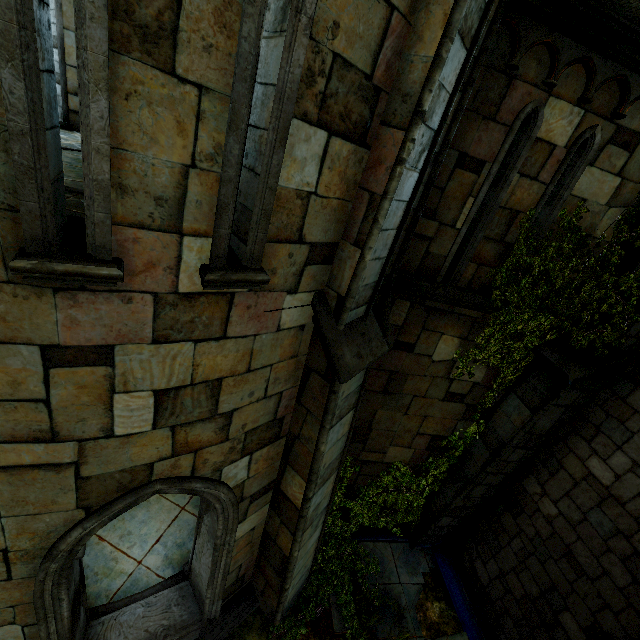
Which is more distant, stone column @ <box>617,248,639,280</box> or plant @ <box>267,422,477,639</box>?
plant @ <box>267,422,477,639</box>

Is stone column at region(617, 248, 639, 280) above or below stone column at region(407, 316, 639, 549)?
above

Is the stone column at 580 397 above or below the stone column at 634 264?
below

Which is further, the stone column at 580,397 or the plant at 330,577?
the plant at 330,577

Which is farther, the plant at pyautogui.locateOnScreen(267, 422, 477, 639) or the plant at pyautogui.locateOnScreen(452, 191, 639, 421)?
the plant at pyautogui.locateOnScreen(267, 422, 477, 639)

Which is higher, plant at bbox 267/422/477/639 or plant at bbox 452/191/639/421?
plant at bbox 452/191/639/421

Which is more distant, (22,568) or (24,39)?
(22,568)
